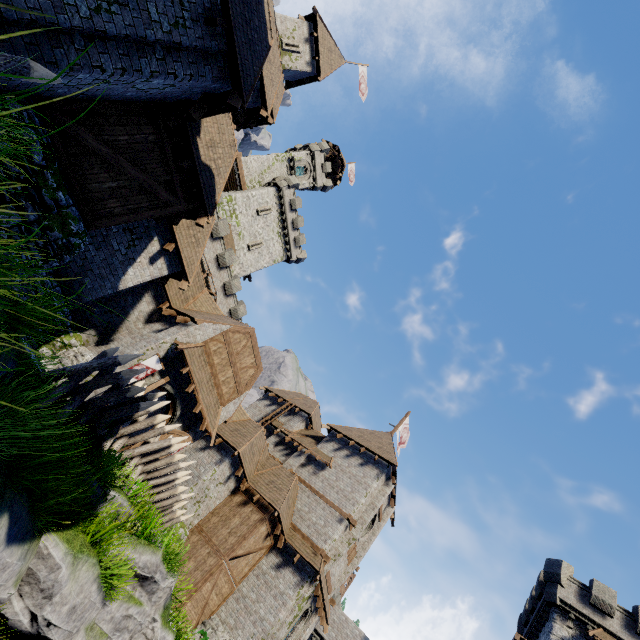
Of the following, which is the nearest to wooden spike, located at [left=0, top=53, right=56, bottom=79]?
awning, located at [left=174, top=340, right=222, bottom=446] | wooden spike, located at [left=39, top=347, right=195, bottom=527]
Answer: wooden spike, located at [left=39, top=347, right=195, bottom=527]

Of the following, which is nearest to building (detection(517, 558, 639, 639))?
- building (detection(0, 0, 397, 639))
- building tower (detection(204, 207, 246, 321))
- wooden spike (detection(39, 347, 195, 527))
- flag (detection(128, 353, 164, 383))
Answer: wooden spike (detection(39, 347, 195, 527))

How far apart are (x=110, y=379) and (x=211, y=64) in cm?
778

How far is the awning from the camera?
15.1m

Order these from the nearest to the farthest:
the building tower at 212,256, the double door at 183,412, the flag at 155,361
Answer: the flag at 155,361, the double door at 183,412, the building tower at 212,256

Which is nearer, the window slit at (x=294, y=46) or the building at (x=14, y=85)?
the building at (x=14, y=85)

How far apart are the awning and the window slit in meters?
20.6 m

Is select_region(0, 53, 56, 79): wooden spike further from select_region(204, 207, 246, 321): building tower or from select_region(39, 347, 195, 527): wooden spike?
select_region(204, 207, 246, 321): building tower
